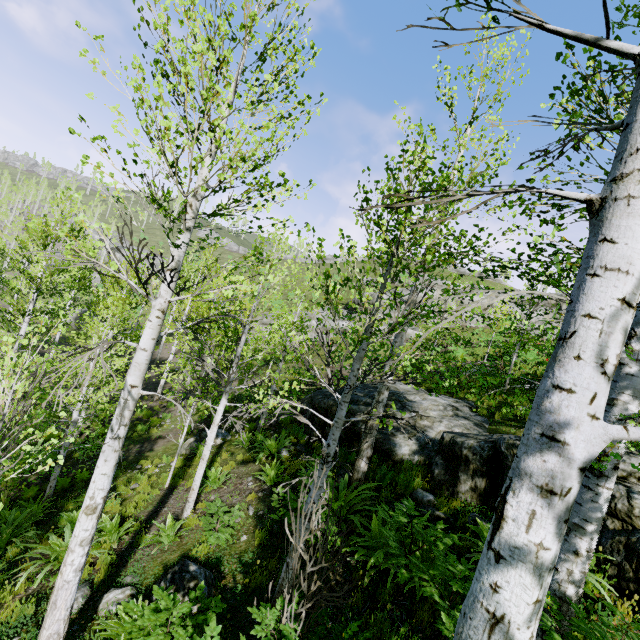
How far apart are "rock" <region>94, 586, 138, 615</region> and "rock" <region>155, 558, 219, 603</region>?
0.2m

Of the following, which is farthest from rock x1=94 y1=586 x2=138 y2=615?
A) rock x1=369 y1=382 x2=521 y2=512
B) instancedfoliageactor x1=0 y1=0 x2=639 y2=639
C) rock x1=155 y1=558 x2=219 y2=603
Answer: rock x1=369 y1=382 x2=521 y2=512

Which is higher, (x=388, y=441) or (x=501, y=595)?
(x=501, y=595)

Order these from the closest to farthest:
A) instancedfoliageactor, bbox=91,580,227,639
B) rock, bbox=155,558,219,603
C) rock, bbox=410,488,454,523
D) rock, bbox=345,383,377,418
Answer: instancedfoliageactor, bbox=91,580,227,639
rock, bbox=155,558,219,603
rock, bbox=410,488,454,523
rock, bbox=345,383,377,418

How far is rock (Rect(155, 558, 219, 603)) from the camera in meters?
5.0 m

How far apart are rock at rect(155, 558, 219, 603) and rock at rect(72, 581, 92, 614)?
1.0m

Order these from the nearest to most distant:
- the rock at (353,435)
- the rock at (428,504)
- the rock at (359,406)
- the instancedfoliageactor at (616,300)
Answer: the instancedfoliageactor at (616,300) → the rock at (428,504) → the rock at (353,435) → the rock at (359,406)

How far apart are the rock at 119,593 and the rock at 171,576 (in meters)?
0.22
